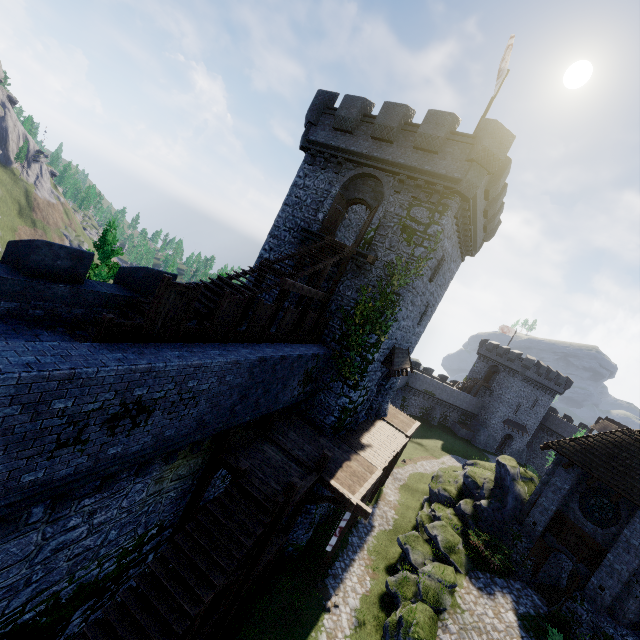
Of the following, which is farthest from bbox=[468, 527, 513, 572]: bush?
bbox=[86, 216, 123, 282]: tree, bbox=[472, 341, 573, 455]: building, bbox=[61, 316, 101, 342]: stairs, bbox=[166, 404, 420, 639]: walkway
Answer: bbox=[472, 341, 573, 455]: building

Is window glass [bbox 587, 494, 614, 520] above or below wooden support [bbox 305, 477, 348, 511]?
above

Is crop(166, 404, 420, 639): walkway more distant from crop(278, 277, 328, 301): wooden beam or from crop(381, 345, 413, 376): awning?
crop(278, 277, 328, 301): wooden beam

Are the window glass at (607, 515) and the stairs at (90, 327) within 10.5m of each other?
no

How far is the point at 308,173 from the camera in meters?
19.6

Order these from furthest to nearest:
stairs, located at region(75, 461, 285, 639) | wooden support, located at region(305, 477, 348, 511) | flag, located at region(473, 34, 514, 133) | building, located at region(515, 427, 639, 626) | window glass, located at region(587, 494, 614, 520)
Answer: window glass, located at region(587, 494, 614, 520) < building, located at region(515, 427, 639, 626) < flag, located at region(473, 34, 514, 133) < wooden support, located at region(305, 477, 348, 511) < stairs, located at region(75, 461, 285, 639)

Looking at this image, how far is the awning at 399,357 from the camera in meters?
18.1 m

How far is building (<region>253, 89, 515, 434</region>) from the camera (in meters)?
15.47
